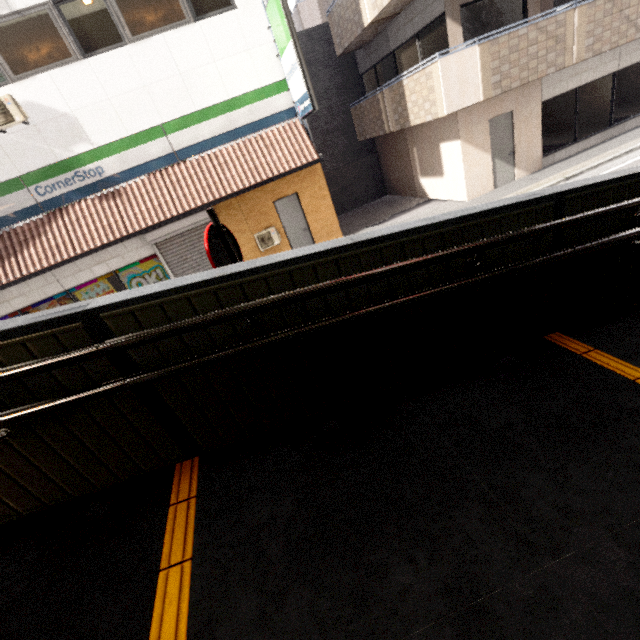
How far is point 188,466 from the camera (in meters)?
2.14

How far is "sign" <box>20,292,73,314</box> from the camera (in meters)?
9.94

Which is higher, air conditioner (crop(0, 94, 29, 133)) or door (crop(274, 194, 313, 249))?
air conditioner (crop(0, 94, 29, 133))

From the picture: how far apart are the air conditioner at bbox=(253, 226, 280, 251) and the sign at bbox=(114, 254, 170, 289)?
3.0 meters

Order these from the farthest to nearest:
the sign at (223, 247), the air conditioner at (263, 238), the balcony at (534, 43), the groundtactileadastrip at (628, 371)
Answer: the air conditioner at (263, 238), the balcony at (534, 43), the sign at (223, 247), the groundtactileadastrip at (628, 371)

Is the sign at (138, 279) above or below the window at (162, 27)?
below

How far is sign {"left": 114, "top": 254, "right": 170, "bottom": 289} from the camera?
10.30m

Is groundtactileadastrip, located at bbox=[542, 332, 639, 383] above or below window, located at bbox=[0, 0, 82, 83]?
below
